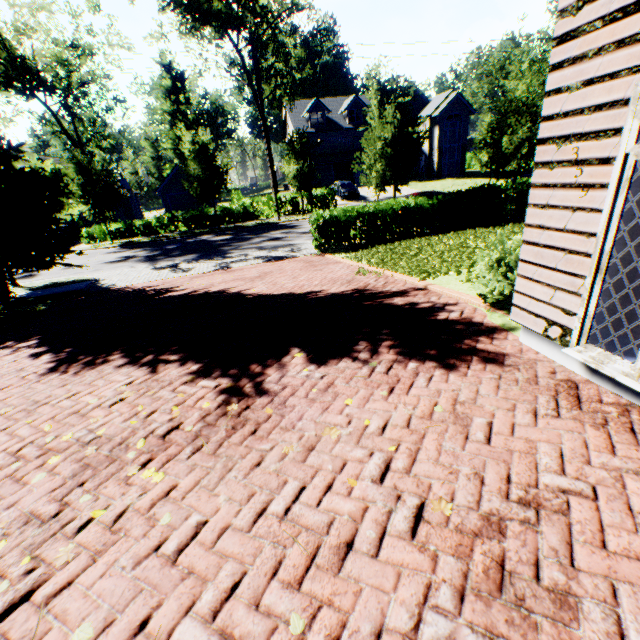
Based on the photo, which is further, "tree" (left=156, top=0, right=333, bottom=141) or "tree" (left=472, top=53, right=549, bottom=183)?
"tree" (left=156, top=0, right=333, bottom=141)

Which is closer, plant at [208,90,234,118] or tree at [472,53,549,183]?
tree at [472,53,549,183]

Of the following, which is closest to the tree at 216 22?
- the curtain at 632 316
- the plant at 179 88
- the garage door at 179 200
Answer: the plant at 179 88

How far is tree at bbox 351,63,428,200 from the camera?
14.6 meters

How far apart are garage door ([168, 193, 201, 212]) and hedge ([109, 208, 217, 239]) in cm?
874

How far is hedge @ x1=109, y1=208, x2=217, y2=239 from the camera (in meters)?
26.53

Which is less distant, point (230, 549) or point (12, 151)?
point (230, 549)

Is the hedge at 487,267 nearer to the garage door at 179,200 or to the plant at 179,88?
the garage door at 179,200
